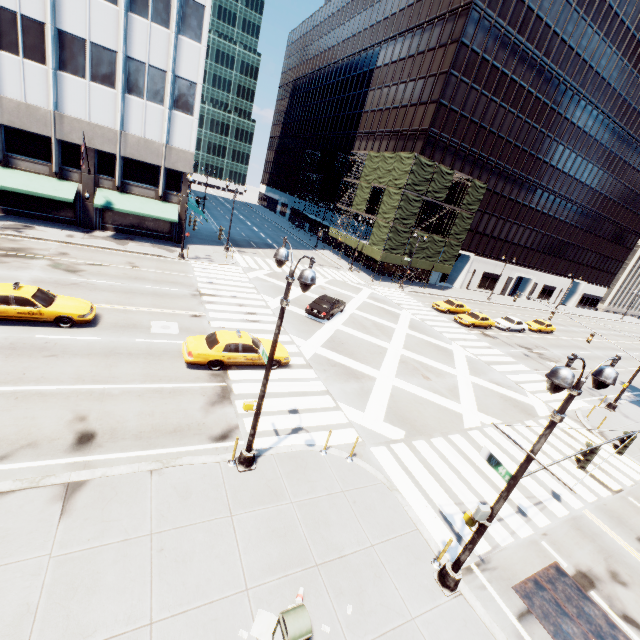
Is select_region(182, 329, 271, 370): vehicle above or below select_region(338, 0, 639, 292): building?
below

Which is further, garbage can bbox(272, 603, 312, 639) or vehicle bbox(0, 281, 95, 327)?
vehicle bbox(0, 281, 95, 327)

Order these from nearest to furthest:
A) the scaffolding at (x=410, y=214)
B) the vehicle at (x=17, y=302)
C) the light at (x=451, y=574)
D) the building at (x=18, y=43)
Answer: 1. the light at (x=451, y=574)
2. the vehicle at (x=17, y=302)
3. the building at (x=18, y=43)
4. the scaffolding at (x=410, y=214)

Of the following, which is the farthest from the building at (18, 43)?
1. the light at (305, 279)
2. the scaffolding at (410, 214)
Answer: the light at (305, 279)

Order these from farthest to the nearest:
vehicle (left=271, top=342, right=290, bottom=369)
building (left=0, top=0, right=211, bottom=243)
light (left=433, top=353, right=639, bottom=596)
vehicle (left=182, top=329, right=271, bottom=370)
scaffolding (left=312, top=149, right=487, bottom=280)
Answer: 1. scaffolding (left=312, top=149, right=487, bottom=280)
2. building (left=0, top=0, right=211, bottom=243)
3. vehicle (left=271, top=342, right=290, bottom=369)
4. vehicle (left=182, top=329, right=271, bottom=370)
5. light (left=433, top=353, right=639, bottom=596)

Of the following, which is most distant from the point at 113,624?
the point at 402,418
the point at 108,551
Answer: the point at 402,418

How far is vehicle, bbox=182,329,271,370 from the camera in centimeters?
1473cm
